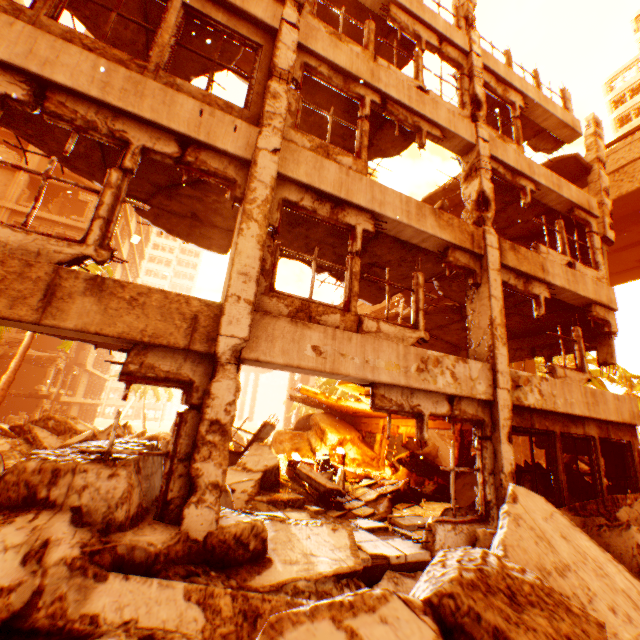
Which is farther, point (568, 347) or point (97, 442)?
point (568, 347)

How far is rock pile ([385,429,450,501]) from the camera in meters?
9.3

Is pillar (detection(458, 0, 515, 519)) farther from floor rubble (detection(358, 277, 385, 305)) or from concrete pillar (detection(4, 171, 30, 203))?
concrete pillar (detection(4, 171, 30, 203))

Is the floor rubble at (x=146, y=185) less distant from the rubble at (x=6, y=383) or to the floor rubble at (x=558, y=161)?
the rubble at (x=6, y=383)

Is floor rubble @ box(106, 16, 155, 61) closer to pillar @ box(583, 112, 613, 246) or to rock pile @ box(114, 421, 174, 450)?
rock pile @ box(114, 421, 174, 450)

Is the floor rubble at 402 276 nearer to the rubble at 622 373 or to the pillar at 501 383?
the pillar at 501 383

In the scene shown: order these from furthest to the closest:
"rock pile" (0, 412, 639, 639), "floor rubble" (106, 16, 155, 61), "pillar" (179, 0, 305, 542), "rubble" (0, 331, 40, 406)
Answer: "rubble" (0, 331, 40, 406) < "floor rubble" (106, 16, 155, 61) < "pillar" (179, 0, 305, 542) < "rock pile" (0, 412, 639, 639)

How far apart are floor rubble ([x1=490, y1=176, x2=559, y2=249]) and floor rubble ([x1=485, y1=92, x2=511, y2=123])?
2.5m
